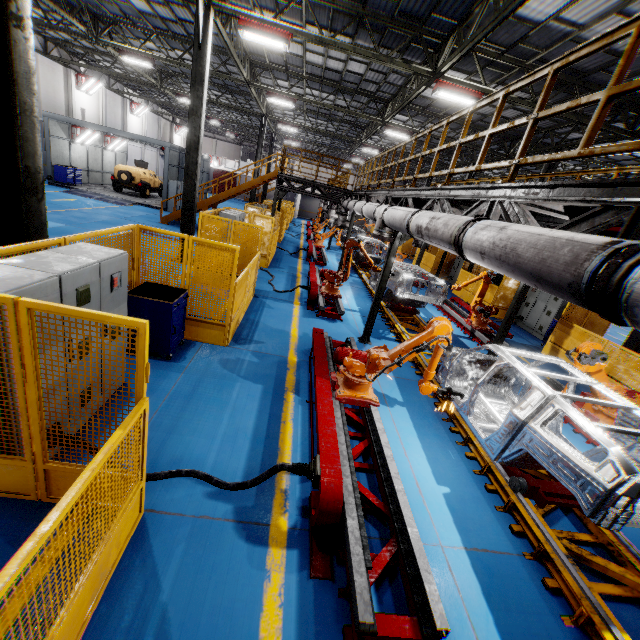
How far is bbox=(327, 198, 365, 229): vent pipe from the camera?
11.27m

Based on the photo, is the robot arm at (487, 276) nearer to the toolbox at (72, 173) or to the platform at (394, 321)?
the platform at (394, 321)

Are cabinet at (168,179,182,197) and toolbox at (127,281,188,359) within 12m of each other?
no

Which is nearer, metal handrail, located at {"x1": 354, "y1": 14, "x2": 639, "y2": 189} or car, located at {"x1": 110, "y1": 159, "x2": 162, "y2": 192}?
metal handrail, located at {"x1": 354, "y1": 14, "x2": 639, "y2": 189}

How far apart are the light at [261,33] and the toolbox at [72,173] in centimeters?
1890cm

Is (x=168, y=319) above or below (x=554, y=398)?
below

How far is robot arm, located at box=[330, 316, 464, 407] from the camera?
5.24m

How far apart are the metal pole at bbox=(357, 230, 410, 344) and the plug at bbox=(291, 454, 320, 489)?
5.26m
